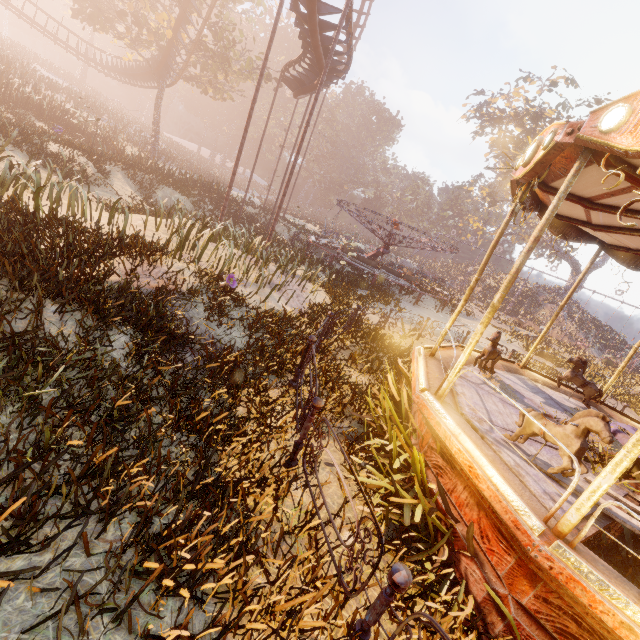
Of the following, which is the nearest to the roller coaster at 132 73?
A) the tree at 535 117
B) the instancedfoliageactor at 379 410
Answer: the instancedfoliageactor at 379 410

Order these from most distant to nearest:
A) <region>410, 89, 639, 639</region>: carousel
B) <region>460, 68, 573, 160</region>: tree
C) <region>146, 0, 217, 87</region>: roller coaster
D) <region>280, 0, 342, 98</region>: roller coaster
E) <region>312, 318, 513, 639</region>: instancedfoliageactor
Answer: <region>460, 68, 573, 160</region>: tree < <region>146, 0, 217, 87</region>: roller coaster < <region>280, 0, 342, 98</region>: roller coaster < <region>312, 318, 513, 639</region>: instancedfoliageactor < <region>410, 89, 639, 639</region>: carousel

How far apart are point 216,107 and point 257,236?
59.5m

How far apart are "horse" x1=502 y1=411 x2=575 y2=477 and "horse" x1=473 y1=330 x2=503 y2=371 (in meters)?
2.05

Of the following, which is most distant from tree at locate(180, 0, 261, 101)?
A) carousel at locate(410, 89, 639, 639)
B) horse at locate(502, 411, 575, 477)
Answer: horse at locate(502, 411, 575, 477)

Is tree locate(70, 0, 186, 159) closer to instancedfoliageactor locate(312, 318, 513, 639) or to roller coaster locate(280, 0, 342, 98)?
roller coaster locate(280, 0, 342, 98)

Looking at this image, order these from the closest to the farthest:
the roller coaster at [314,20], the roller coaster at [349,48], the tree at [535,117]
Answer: the roller coaster at [314,20] < the roller coaster at [349,48] < the tree at [535,117]

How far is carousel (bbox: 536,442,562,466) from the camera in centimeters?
430cm
